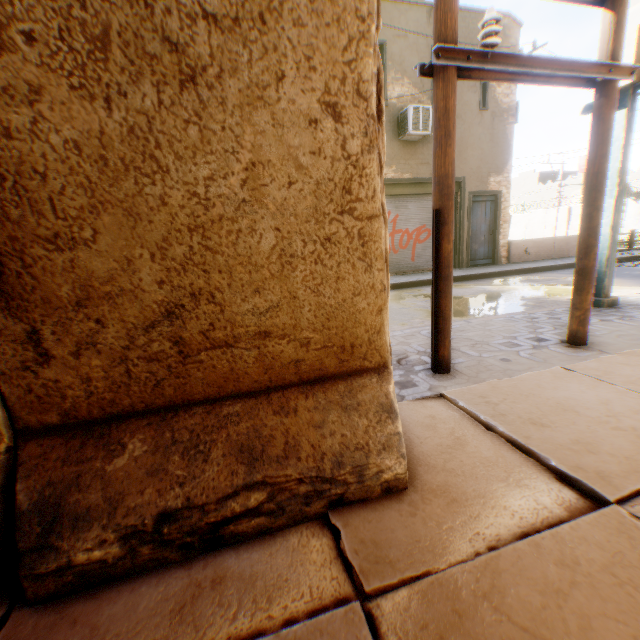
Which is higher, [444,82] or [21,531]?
[444,82]

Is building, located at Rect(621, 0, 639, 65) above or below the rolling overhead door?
above

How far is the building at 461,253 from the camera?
11.50m

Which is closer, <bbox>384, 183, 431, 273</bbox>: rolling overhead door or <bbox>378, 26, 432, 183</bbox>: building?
<bbox>378, 26, 432, 183</bbox>: building

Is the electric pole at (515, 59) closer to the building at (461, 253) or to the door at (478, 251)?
the building at (461, 253)

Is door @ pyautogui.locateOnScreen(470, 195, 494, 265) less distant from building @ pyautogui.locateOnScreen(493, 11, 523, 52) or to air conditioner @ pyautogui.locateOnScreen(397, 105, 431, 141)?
building @ pyautogui.locateOnScreen(493, 11, 523, 52)

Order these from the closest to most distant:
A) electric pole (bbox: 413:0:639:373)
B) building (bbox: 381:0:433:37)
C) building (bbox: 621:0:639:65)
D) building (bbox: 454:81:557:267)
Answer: electric pole (bbox: 413:0:639:373), building (bbox: 621:0:639:65), building (bbox: 381:0:433:37), building (bbox: 454:81:557:267)

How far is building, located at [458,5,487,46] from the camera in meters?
10.7 m
